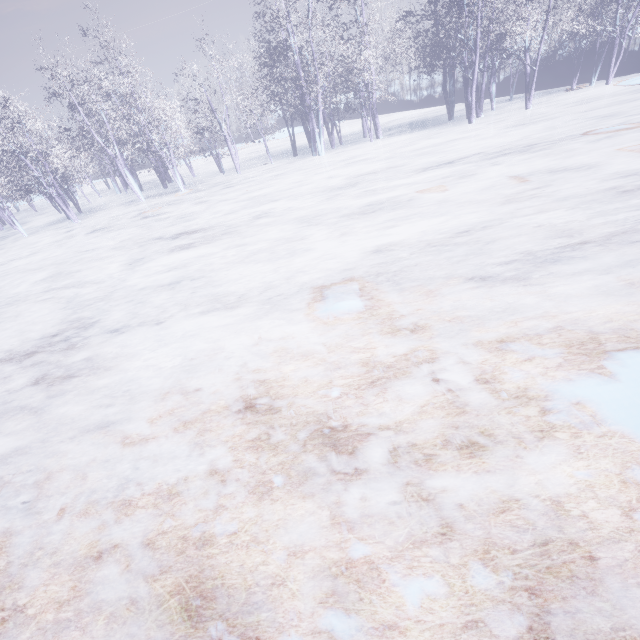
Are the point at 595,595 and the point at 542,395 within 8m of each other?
yes
